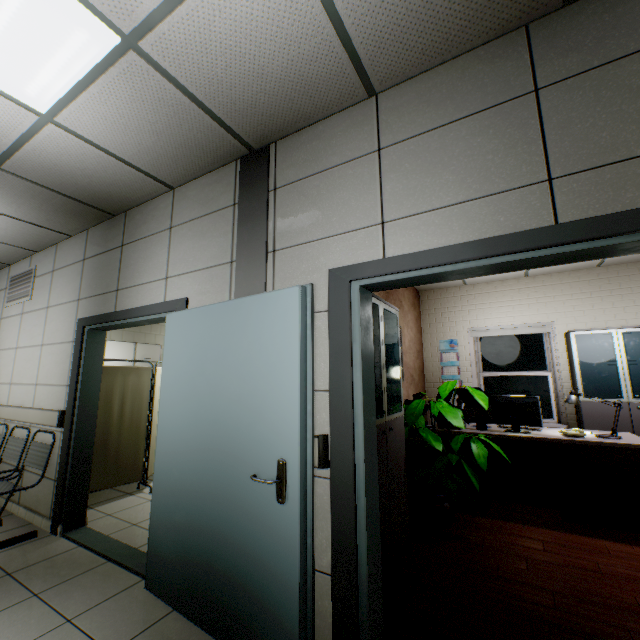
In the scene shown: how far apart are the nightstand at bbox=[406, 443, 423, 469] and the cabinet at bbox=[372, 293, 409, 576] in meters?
1.3 m

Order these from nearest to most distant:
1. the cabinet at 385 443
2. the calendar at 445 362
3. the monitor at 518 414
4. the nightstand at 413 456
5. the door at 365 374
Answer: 1. the door at 365 374
2. the cabinet at 385 443
3. the monitor at 518 414
4. the nightstand at 413 456
5. the calendar at 445 362

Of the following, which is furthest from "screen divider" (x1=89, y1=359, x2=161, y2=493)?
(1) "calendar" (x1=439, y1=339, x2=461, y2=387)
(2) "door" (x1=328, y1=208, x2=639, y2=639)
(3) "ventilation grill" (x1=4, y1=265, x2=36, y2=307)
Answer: (1) "calendar" (x1=439, y1=339, x2=461, y2=387)

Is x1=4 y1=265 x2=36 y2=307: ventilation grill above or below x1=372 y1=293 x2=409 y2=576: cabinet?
above

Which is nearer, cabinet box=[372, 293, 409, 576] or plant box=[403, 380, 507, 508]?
cabinet box=[372, 293, 409, 576]

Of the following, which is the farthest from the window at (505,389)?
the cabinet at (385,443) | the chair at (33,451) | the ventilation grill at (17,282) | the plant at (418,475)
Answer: the ventilation grill at (17,282)

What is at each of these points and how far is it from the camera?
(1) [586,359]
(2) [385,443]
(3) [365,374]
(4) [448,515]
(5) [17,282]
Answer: (1) cabinet, 4.8m
(2) cabinet, 2.6m
(3) door, 1.9m
(4) flower pot, 3.3m
(5) ventilation grill, 4.8m

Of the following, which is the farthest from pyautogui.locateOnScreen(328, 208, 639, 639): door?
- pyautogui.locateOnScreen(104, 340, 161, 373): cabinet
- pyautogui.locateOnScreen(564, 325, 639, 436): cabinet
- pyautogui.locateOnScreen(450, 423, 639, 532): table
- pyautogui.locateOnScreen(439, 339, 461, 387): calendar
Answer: pyautogui.locateOnScreen(439, 339, 461, 387): calendar
